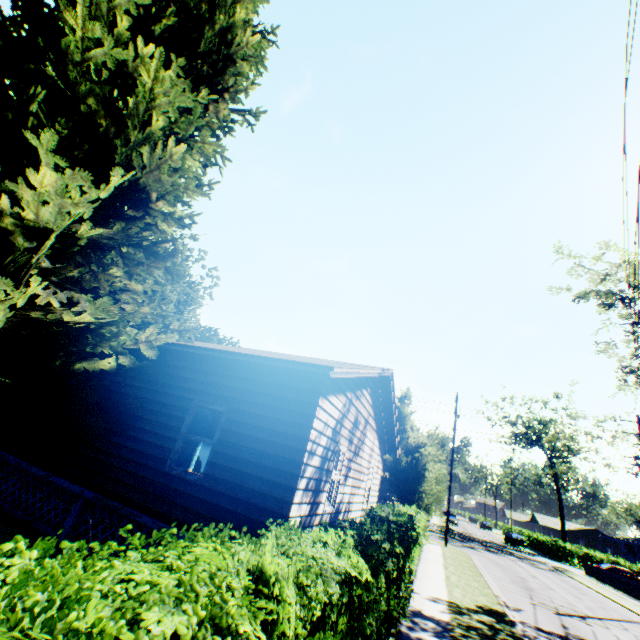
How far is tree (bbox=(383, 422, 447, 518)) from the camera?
18.06m

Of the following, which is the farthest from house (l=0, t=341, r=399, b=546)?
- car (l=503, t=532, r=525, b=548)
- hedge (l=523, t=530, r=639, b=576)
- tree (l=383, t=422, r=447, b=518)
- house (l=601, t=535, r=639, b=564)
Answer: house (l=601, t=535, r=639, b=564)

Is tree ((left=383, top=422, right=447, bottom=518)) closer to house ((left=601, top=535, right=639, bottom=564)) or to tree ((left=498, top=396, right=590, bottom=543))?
tree ((left=498, top=396, right=590, bottom=543))

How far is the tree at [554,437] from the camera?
45.78m

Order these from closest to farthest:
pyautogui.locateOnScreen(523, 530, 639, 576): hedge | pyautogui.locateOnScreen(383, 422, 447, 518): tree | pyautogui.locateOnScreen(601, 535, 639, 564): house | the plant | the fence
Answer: the plant < pyautogui.locateOnScreen(383, 422, 447, 518): tree < the fence < pyautogui.locateOnScreen(523, 530, 639, 576): hedge < pyautogui.locateOnScreen(601, 535, 639, 564): house

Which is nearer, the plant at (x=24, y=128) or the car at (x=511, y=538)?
the plant at (x=24, y=128)

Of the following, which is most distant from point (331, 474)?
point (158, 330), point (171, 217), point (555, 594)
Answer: point (555, 594)

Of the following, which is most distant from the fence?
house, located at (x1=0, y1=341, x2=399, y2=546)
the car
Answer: house, located at (x1=0, y1=341, x2=399, y2=546)
